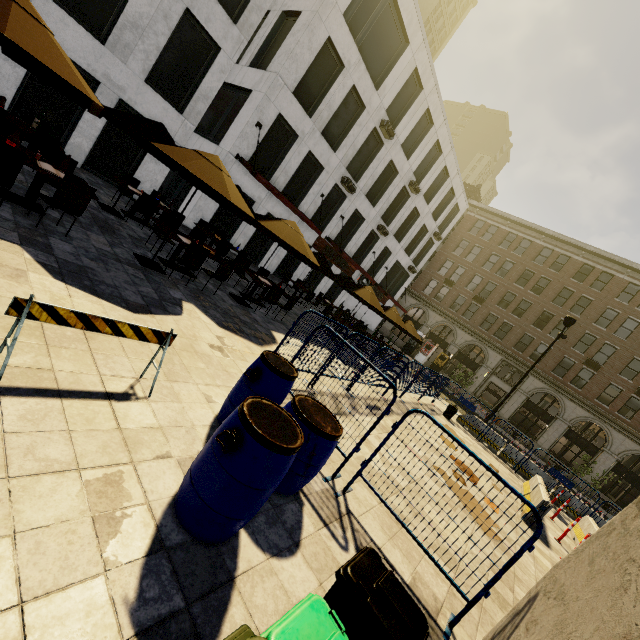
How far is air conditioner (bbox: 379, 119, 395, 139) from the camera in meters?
19.2 m

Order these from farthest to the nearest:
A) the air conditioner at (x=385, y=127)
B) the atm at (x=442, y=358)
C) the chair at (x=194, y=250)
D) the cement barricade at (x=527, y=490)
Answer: the atm at (x=442, y=358)
the air conditioner at (x=385, y=127)
the cement barricade at (x=527, y=490)
the chair at (x=194, y=250)

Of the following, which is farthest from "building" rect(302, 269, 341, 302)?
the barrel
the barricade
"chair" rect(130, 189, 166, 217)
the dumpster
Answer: the dumpster

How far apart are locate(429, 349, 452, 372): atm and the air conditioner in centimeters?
2388cm

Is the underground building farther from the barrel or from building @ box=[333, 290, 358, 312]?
building @ box=[333, 290, 358, 312]

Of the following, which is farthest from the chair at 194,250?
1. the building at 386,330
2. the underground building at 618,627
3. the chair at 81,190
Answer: the building at 386,330

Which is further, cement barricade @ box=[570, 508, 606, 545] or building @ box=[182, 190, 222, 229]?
building @ box=[182, 190, 222, 229]

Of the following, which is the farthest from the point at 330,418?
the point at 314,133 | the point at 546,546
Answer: the point at 314,133
